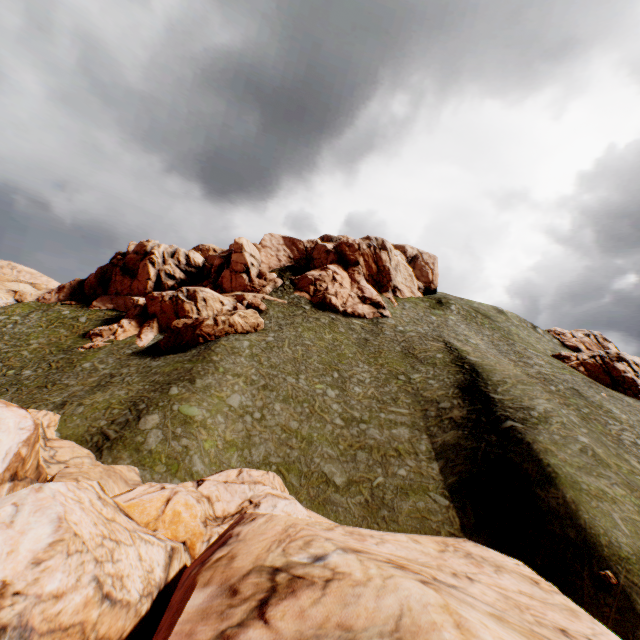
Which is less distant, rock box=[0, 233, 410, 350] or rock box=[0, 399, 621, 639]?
rock box=[0, 399, 621, 639]

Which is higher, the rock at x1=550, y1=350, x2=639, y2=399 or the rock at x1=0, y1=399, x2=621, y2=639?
the rock at x1=550, y1=350, x2=639, y2=399

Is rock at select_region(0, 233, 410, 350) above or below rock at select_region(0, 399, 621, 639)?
above

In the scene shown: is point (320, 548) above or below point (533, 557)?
above

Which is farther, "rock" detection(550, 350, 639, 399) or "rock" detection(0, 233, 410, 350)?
"rock" detection(550, 350, 639, 399)

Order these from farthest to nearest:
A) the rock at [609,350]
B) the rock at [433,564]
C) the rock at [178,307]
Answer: the rock at [609,350]
the rock at [178,307]
the rock at [433,564]

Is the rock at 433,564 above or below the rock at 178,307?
below

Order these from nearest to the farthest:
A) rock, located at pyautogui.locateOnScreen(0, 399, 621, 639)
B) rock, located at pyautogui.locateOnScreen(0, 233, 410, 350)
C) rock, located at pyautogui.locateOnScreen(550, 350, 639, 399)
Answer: rock, located at pyautogui.locateOnScreen(0, 399, 621, 639) → rock, located at pyautogui.locateOnScreen(0, 233, 410, 350) → rock, located at pyautogui.locateOnScreen(550, 350, 639, 399)
